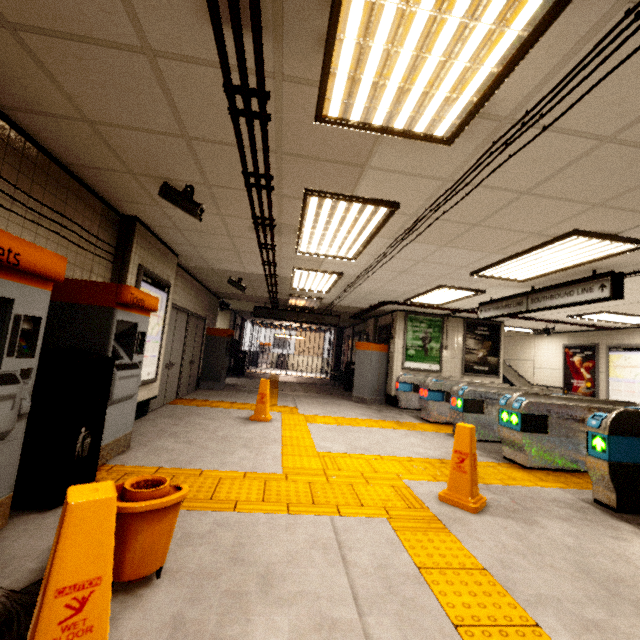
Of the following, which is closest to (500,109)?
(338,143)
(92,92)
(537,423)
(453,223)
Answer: (338,143)

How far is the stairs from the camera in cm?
1273

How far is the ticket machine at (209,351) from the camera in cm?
978

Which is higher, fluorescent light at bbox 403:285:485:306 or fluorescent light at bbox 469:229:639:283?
fluorescent light at bbox 403:285:485:306

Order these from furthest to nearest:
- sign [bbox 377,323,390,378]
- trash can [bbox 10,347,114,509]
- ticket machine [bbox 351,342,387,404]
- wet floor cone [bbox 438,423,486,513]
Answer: sign [bbox 377,323,390,378] → ticket machine [bbox 351,342,387,404] → wet floor cone [bbox 438,423,486,513] → trash can [bbox 10,347,114,509]

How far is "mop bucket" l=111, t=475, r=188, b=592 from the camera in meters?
1.7

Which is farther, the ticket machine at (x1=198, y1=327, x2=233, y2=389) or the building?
the ticket machine at (x1=198, y1=327, x2=233, y2=389)

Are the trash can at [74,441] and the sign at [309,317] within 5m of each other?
no
